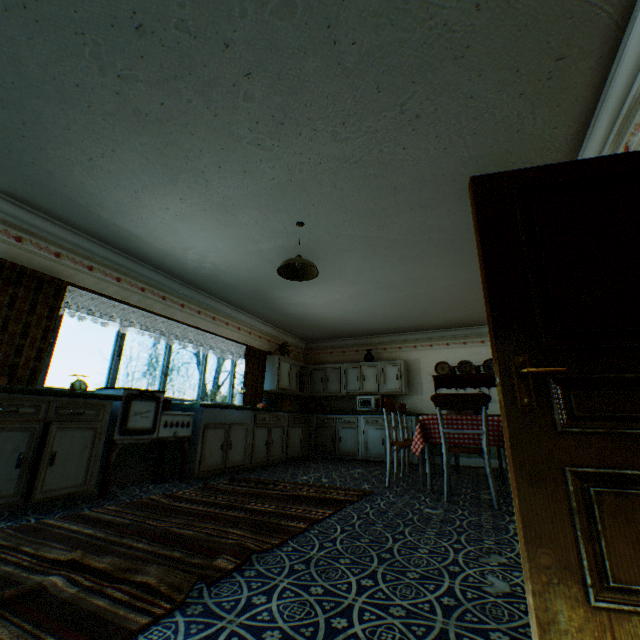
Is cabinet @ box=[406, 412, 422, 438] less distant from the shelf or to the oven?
the oven

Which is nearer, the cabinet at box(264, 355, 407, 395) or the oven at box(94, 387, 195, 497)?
the oven at box(94, 387, 195, 497)

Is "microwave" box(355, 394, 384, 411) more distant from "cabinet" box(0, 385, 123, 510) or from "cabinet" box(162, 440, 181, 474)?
"cabinet" box(0, 385, 123, 510)

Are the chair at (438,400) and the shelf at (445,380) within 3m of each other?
no

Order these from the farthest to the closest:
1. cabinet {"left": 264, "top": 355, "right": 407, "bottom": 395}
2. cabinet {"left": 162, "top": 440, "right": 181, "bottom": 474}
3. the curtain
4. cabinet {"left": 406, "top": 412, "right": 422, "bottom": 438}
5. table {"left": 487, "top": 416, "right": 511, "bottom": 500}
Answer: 1. cabinet {"left": 264, "top": 355, "right": 407, "bottom": 395}
2. cabinet {"left": 406, "top": 412, "right": 422, "bottom": 438}
3. cabinet {"left": 162, "top": 440, "right": 181, "bottom": 474}
4. table {"left": 487, "top": 416, "right": 511, "bottom": 500}
5. the curtain

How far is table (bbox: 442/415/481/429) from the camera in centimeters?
424cm

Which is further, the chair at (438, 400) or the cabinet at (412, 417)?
the cabinet at (412, 417)

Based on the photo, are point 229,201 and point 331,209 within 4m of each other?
yes
